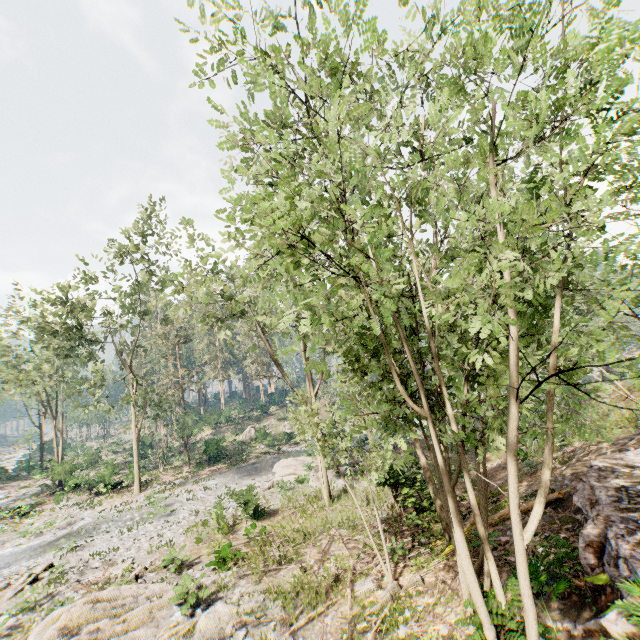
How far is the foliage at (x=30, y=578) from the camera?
14.5 meters

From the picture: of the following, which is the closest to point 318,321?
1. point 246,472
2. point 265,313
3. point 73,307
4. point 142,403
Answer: point 265,313

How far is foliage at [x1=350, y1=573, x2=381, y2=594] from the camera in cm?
1057

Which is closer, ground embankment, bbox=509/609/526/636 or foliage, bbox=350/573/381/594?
ground embankment, bbox=509/609/526/636

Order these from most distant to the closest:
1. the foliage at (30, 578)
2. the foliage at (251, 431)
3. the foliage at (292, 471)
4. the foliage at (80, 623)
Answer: the foliage at (251, 431)
the foliage at (30, 578)
the foliage at (80, 623)
the foliage at (292, 471)

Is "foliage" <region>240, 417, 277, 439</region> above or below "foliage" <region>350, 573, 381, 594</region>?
above
